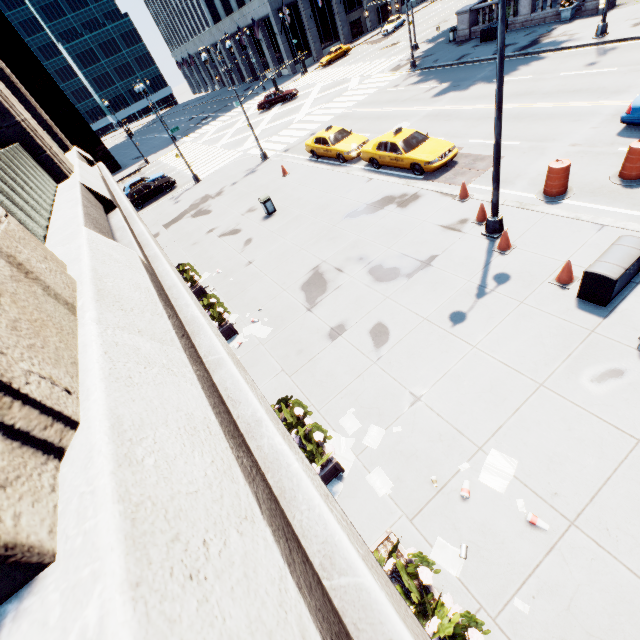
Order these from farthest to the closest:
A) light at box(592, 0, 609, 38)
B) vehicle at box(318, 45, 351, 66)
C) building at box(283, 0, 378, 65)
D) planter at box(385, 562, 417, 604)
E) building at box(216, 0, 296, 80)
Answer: building at box(283, 0, 378, 65)
building at box(216, 0, 296, 80)
vehicle at box(318, 45, 351, 66)
light at box(592, 0, 609, 38)
planter at box(385, 562, 417, 604)

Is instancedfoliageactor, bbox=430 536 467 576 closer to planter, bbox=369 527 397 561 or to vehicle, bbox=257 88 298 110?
planter, bbox=369 527 397 561

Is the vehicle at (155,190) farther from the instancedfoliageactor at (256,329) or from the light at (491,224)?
the light at (491,224)

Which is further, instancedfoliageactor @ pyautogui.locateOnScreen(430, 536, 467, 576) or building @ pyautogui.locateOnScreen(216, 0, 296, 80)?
building @ pyautogui.locateOnScreen(216, 0, 296, 80)

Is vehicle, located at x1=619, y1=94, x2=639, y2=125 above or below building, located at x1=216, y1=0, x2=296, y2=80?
below

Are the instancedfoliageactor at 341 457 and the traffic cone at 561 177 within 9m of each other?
no

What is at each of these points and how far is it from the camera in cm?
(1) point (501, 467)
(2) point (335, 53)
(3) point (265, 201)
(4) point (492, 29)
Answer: (1) instancedfoliageactor, 614
(2) vehicle, 4569
(3) garbage can, 1714
(4) container, 2550

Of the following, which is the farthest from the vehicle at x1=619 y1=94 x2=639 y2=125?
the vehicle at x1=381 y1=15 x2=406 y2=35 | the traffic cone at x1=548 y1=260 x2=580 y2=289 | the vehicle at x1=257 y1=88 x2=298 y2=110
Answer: the vehicle at x1=381 y1=15 x2=406 y2=35
